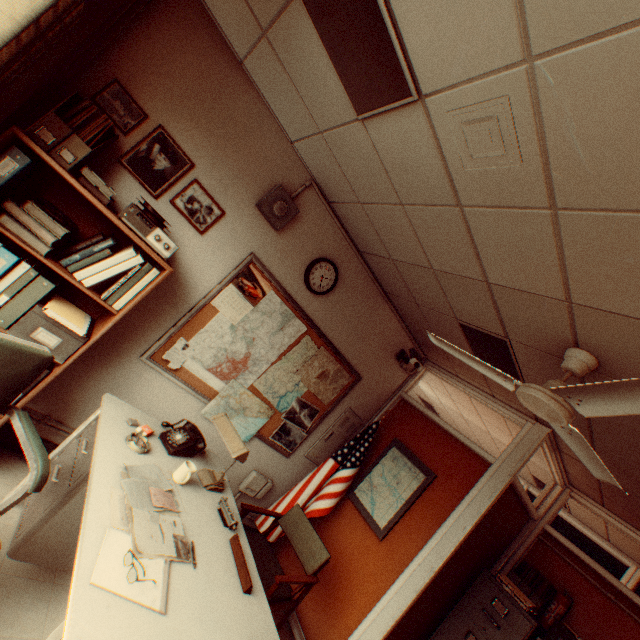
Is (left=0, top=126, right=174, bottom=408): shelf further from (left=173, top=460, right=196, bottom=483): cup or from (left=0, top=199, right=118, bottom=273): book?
(left=173, top=460, right=196, bottom=483): cup

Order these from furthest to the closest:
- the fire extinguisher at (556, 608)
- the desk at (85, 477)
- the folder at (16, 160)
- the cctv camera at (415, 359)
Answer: the cctv camera at (415, 359) < the fire extinguisher at (556, 608) < the folder at (16, 160) < the desk at (85, 477)

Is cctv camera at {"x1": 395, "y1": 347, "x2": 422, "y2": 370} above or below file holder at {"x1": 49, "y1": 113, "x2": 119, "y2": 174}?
above

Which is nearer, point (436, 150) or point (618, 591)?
point (436, 150)

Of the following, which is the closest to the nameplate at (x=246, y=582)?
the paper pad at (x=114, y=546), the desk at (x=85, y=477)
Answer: the desk at (x=85, y=477)

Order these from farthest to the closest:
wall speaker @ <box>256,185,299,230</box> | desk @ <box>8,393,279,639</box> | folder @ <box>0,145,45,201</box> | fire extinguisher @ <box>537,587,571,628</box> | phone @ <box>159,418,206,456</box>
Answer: fire extinguisher @ <box>537,587,571,628</box>, wall speaker @ <box>256,185,299,230</box>, phone @ <box>159,418,206,456</box>, folder @ <box>0,145,45,201</box>, desk @ <box>8,393,279,639</box>

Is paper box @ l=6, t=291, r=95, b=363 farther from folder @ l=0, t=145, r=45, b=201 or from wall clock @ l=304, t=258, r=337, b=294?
wall clock @ l=304, t=258, r=337, b=294

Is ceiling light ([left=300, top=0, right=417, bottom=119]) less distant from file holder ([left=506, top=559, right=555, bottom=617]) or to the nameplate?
the nameplate
